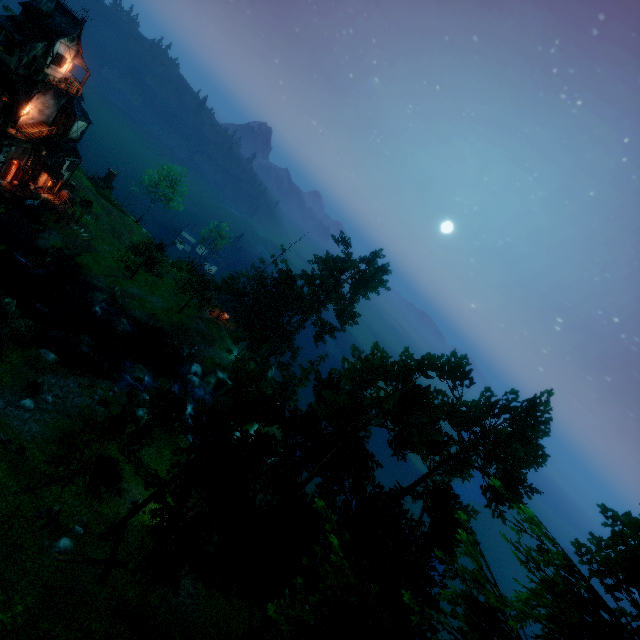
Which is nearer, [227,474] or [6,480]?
[227,474]

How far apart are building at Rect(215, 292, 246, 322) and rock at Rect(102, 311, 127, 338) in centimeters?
1360cm

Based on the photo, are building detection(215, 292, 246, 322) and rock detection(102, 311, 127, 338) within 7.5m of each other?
no

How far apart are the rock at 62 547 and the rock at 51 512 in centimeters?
68cm

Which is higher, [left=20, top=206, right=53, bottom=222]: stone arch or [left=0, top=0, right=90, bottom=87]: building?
[left=0, top=0, right=90, bottom=87]: building

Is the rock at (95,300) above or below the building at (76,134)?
below

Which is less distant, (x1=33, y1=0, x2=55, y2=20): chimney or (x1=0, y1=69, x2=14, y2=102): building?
(x1=33, y1=0, x2=55, y2=20): chimney

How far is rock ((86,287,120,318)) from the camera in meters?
37.2
